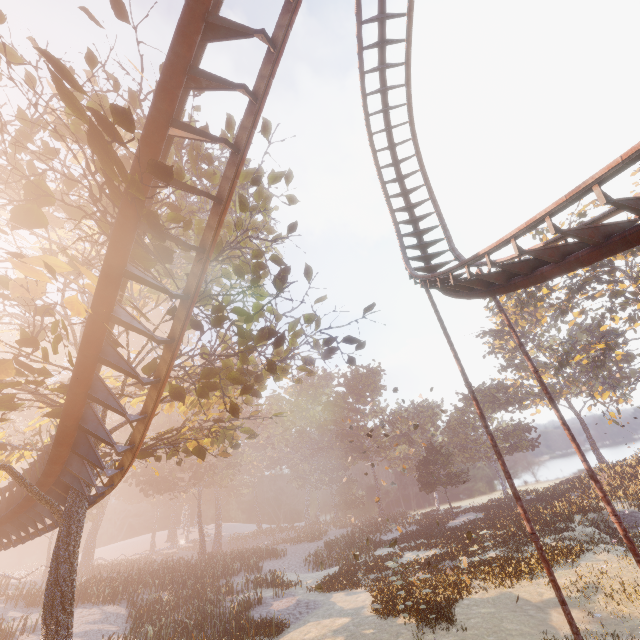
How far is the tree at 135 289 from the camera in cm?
740

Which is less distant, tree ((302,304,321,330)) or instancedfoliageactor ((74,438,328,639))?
tree ((302,304,321,330))

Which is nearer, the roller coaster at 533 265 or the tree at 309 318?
the roller coaster at 533 265

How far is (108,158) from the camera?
4.8m

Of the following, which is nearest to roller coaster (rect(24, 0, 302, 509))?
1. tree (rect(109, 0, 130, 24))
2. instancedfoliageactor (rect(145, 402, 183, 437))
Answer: tree (rect(109, 0, 130, 24))

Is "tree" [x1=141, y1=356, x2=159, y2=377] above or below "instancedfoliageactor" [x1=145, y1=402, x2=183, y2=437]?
below

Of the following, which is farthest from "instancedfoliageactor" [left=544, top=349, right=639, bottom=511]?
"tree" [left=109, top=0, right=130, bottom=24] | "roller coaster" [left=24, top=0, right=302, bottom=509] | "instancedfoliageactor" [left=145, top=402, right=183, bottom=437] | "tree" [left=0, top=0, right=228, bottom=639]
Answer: "tree" [left=109, top=0, right=130, bottom=24]

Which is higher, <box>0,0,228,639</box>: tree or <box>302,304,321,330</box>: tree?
<box>302,304,321,330</box>: tree
